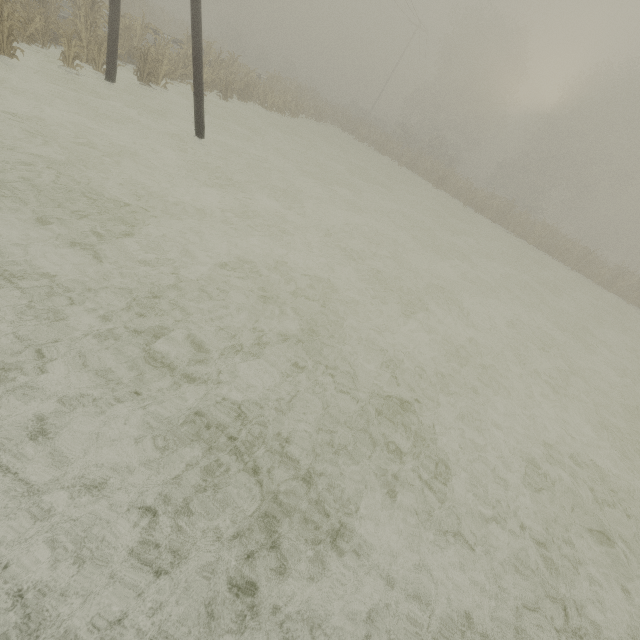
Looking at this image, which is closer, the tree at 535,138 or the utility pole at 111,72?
the utility pole at 111,72

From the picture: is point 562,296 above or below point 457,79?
below

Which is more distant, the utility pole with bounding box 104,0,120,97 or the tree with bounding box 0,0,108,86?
the utility pole with bounding box 104,0,120,97

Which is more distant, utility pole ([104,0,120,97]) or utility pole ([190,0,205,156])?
utility pole ([104,0,120,97])

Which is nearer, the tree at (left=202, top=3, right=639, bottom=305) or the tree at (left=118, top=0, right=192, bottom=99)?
the tree at (left=118, top=0, right=192, bottom=99)

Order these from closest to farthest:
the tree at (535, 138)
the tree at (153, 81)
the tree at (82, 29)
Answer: the tree at (82, 29) < the tree at (153, 81) < the tree at (535, 138)

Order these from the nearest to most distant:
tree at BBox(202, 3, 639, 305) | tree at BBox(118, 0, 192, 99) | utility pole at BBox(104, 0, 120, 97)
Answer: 1. utility pole at BBox(104, 0, 120, 97)
2. tree at BBox(118, 0, 192, 99)
3. tree at BBox(202, 3, 639, 305)
